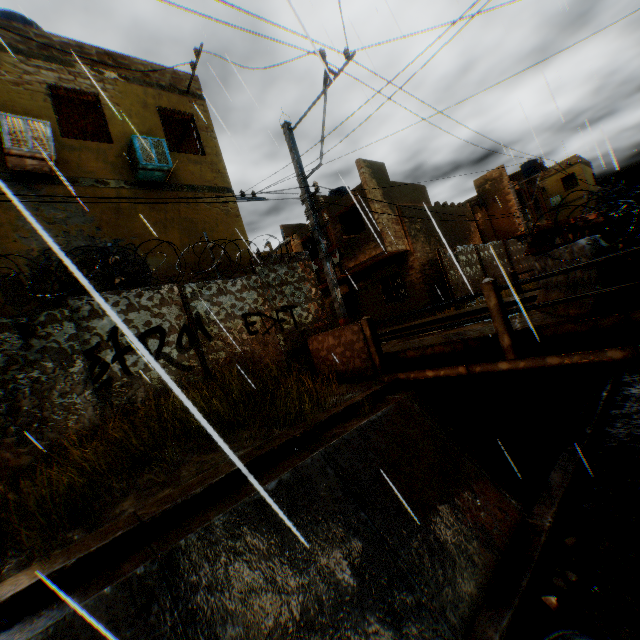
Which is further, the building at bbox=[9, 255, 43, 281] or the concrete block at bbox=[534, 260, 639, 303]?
the building at bbox=[9, 255, 43, 281]

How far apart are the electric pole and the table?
3.7 meters

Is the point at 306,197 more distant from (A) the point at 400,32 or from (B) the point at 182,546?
(B) the point at 182,546

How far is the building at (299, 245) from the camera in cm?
2006

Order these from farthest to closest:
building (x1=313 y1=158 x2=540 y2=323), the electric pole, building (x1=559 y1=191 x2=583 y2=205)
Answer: building (x1=559 y1=191 x2=583 y2=205) → building (x1=313 y1=158 x2=540 y2=323) → the electric pole

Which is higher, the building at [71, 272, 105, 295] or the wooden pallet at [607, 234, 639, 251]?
the building at [71, 272, 105, 295]

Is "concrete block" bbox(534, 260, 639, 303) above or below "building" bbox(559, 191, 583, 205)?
below

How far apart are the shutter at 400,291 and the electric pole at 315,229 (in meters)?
10.39
